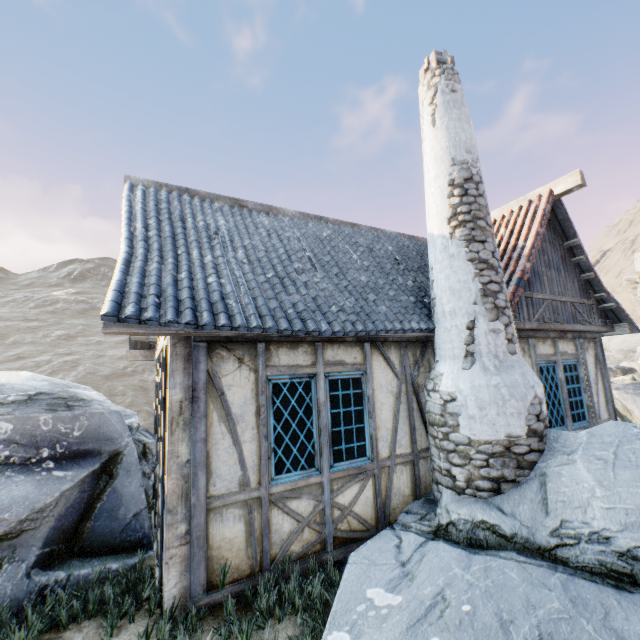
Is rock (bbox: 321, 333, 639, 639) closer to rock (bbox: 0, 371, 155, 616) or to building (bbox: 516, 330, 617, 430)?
building (bbox: 516, 330, 617, 430)

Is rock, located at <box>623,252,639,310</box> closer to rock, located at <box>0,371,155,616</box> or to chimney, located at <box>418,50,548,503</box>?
chimney, located at <box>418,50,548,503</box>

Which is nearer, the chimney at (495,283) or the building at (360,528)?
the building at (360,528)

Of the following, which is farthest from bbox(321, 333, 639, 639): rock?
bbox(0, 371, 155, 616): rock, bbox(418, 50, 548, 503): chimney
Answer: bbox(0, 371, 155, 616): rock

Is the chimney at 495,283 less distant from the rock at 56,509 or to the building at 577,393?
the building at 577,393

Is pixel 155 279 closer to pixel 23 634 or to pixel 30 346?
pixel 23 634

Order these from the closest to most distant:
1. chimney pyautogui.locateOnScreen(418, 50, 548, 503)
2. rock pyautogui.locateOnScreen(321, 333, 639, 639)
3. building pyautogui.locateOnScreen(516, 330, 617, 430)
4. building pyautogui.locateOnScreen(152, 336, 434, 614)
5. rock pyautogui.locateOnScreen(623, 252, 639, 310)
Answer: rock pyautogui.locateOnScreen(321, 333, 639, 639), building pyautogui.locateOnScreen(152, 336, 434, 614), chimney pyautogui.locateOnScreen(418, 50, 548, 503), building pyautogui.locateOnScreen(516, 330, 617, 430), rock pyautogui.locateOnScreen(623, 252, 639, 310)

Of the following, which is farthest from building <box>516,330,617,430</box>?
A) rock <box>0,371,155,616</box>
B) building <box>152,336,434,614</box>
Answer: rock <box>0,371,155,616</box>
